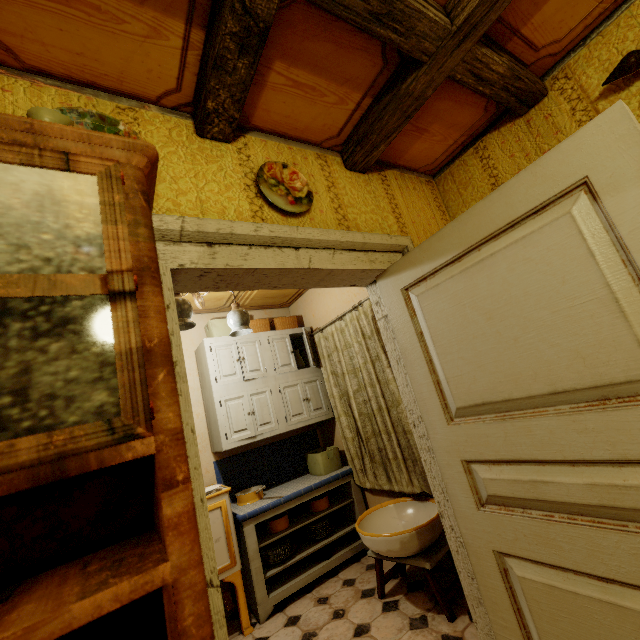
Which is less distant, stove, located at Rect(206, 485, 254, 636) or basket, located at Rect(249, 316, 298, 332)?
stove, located at Rect(206, 485, 254, 636)

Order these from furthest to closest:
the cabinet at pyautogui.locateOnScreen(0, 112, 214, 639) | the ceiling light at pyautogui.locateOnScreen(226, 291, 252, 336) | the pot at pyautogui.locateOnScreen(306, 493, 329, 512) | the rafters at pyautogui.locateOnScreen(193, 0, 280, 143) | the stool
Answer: the pot at pyautogui.locateOnScreen(306, 493, 329, 512), the ceiling light at pyautogui.locateOnScreen(226, 291, 252, 336), the stool, the rafters at pyautogui.locateOnScreen(193, 0, 280, 143), the cabinet at pyautogui.locateOnScreen(0, 112, 214, 639)

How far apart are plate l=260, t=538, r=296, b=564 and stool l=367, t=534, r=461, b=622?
0.8 meters

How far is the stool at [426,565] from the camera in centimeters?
212cm

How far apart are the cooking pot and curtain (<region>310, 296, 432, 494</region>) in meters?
0.8 m

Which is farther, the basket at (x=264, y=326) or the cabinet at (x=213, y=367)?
the basket at (x=264, y=326)

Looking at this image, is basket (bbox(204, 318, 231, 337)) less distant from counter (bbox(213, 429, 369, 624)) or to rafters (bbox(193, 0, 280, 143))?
counter (bbox(213, 429, 369, 624))

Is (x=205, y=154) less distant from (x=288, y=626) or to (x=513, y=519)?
(x=513, y=519)
